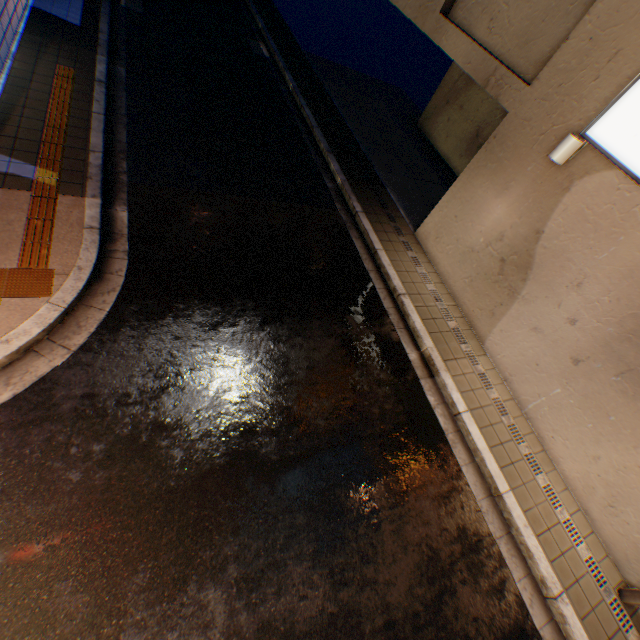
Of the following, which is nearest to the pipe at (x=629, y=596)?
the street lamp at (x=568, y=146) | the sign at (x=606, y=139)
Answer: the sign at (x=606, y=139)

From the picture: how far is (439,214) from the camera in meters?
8.2 m

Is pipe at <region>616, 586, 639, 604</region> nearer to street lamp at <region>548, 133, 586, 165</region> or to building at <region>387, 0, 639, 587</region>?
building at <region>387, 0, 639, 587</region>

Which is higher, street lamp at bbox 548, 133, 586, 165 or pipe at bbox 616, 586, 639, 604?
street lamp at bbox 548, 133, 586, 165

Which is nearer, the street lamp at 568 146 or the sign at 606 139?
the sign at 606 139

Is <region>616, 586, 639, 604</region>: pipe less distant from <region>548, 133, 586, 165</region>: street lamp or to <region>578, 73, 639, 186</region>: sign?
<region>578, 73, 639, 186</region>: sign

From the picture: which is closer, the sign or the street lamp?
the sign
